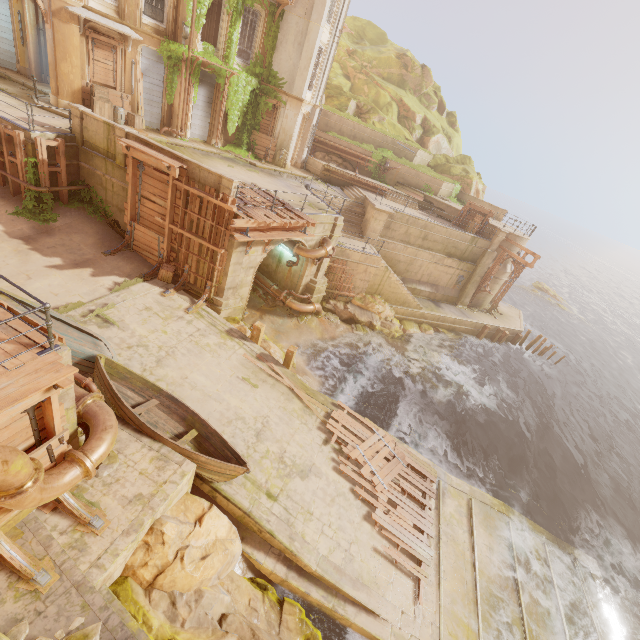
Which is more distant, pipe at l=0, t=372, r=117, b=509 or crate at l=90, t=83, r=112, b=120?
crate at l=90, t=83, r=112, b=120

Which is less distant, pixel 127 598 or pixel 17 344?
pixel 17 344

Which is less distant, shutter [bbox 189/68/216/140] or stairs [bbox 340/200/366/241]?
shutter [bbox 189/68/216/140]

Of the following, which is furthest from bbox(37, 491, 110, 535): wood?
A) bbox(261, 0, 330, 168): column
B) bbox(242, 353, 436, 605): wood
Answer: bbox(261, 0, 330, 168): column

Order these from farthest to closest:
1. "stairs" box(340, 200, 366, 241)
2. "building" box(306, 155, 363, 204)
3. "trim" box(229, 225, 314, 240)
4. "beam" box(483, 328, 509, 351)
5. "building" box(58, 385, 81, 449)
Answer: "beam" box(483, 328, 509, 351) → "building" box(306, 155, 363, 204) → "stairs" box(340, 200, 366, 241) → "trim" box(229, 225, 314, 240) → "building" box(58, 385, 81, 449)

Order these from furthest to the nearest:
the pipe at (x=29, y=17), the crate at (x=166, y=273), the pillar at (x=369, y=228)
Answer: the pillar at (x=369, y=228)
the pipe at (x=29, y=17)
the crate at (x=166, y=273)

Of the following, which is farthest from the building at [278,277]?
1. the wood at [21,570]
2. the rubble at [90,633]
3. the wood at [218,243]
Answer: the rubble at [90,633]

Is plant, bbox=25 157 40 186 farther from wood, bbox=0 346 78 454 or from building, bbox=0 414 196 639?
wood, bbox=0 346 78 454
